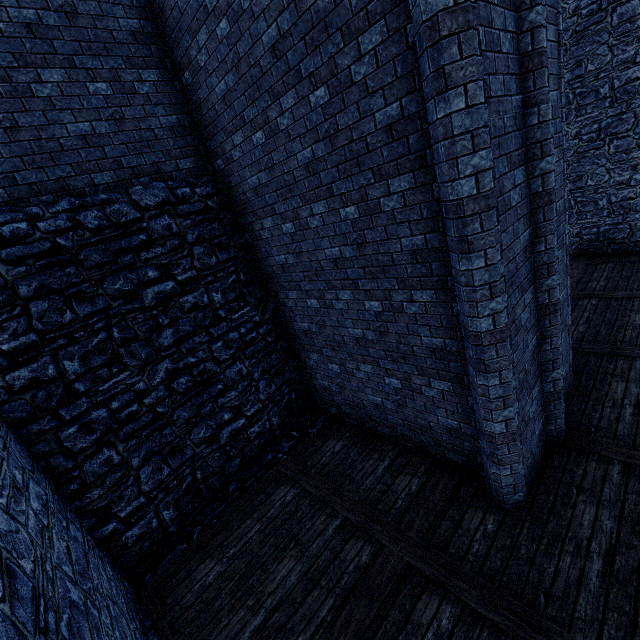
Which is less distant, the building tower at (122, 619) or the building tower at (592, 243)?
the building tower at (122, 619)

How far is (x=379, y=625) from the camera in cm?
384

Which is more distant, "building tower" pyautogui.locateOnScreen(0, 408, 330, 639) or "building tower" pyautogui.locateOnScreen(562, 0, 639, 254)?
"building tower" pyautogui.locateOnScreen(562, 0, 639, 254)
